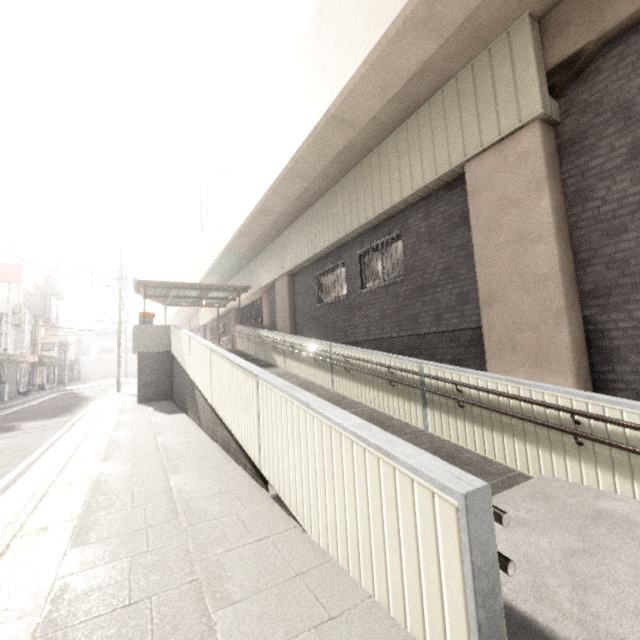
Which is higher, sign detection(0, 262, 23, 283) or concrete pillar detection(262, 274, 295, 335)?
sign detection(0, 262, 23, 283)

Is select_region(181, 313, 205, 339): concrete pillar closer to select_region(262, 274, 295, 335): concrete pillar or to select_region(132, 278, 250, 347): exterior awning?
select_region(132, 278, 250, 347): exterior awning

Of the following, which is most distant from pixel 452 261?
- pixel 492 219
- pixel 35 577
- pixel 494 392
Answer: pixel 35 577

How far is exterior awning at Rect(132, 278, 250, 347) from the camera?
15.0 meters

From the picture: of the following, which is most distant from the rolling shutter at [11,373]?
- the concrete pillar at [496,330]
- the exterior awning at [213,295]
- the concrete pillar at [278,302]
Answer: the concrete pillar at [496,330]

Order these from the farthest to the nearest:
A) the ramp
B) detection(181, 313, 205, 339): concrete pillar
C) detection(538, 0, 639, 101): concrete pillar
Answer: detection(181, 313, 205, 339): concrete pillar, detection(538, 0, 639, 101): concrete pillar, the ramp

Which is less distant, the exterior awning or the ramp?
the ramp

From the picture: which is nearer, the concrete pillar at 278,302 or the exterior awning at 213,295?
the concrete pillar at 278,302
